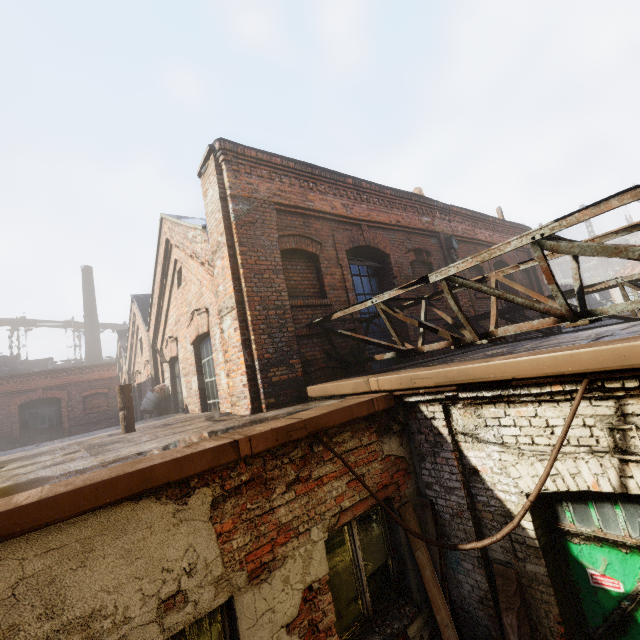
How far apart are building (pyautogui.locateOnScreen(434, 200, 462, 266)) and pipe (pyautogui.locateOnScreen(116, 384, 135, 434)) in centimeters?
843cm

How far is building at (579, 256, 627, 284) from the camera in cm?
5231

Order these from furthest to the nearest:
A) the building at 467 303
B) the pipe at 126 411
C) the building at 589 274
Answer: the building at 589 274, the building at 467 303, the pipe at 126 411

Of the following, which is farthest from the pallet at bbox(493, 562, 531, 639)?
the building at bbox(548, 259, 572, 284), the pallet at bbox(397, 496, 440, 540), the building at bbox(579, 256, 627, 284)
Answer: the building at bbox(579, 256, 627, 284)

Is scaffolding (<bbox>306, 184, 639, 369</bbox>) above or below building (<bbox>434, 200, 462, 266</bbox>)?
below

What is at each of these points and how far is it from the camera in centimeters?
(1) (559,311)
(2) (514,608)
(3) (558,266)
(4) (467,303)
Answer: (1) scaffolding, 321cm
(2) pallet, 310cm
(3) building, 5669cm
(4) building, 948cm

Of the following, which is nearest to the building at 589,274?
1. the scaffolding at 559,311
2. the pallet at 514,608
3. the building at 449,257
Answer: the scaffolding at 559,311
